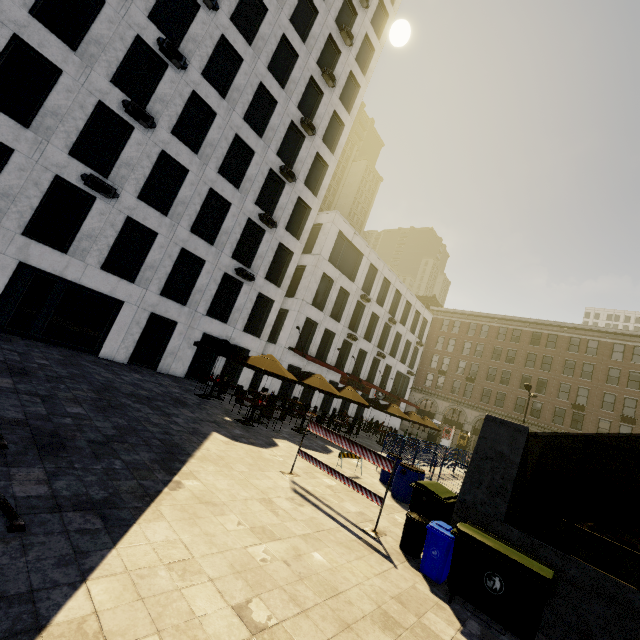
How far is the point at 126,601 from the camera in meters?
3.1 m

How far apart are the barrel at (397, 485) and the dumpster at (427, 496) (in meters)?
1.18

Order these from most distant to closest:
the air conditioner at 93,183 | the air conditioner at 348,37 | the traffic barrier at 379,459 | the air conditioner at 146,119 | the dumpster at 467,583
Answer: the air conditioner at 348,37 → the air conditioner at 146,119 → the air conditioner at 93,183 → the traffic barrier at 379,459 → the dumpster at 467,583

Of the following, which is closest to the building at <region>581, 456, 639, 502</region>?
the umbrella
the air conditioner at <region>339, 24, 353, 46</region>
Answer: the air conditioner at <region>339, 24, 353, 46</region>

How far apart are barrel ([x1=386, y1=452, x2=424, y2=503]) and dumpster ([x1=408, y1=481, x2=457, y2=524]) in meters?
1.2

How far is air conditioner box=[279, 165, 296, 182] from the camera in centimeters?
2150cm

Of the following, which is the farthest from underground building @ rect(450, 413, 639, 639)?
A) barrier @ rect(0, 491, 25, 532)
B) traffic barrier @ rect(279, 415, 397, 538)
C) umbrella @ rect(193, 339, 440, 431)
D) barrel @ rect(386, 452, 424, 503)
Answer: barrier @ rect(0, 491, 25, 532)

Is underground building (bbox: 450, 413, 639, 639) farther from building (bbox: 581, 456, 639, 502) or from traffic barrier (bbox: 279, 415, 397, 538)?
building (bbox: 581, 456, 639, 502)
